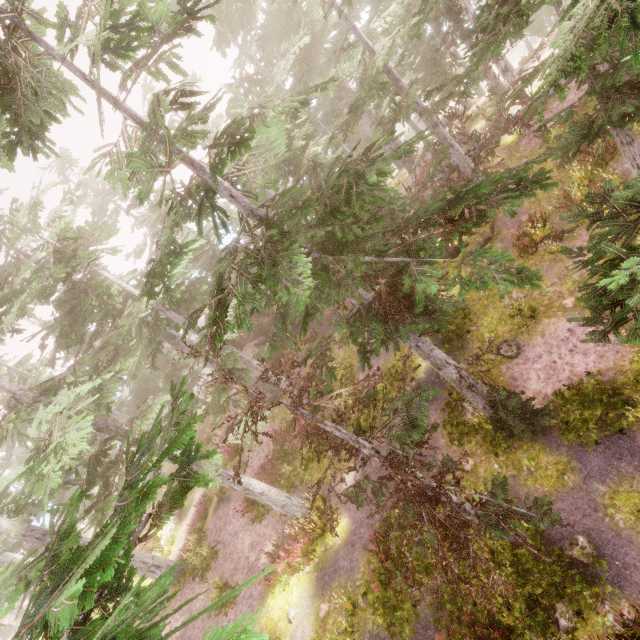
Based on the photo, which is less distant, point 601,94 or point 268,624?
point 601,94

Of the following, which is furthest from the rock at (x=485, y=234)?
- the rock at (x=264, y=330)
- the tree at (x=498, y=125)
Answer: the rock at (x=264, y=330)

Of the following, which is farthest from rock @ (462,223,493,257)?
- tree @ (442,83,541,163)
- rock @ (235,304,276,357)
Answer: rock @ (235,304,276,357)

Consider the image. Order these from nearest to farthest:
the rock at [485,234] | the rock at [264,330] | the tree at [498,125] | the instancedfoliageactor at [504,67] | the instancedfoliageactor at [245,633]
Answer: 1. the instancedfoliageactor at [245,633]
2. the tree at [498,125]
3. the rock at [485,234]
4. the instancedfoliageactor at [504,67]
5. the rock at [264,330]

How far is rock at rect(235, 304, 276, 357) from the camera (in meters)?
25.11

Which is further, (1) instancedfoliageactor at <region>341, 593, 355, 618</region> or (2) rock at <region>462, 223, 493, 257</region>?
(2) rock at <region>462, 223, 493, 257</region>

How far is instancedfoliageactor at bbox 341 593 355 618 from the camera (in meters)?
10.45

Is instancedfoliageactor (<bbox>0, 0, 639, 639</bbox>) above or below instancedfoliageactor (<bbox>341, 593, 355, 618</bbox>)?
above
